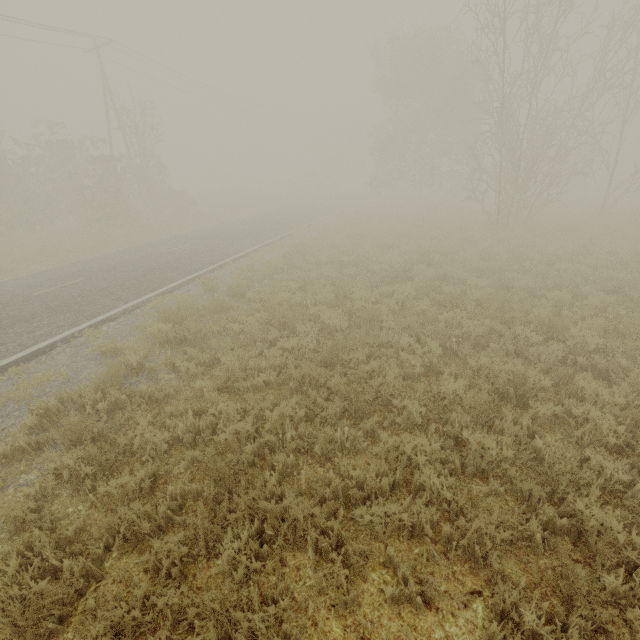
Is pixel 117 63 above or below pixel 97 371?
above
